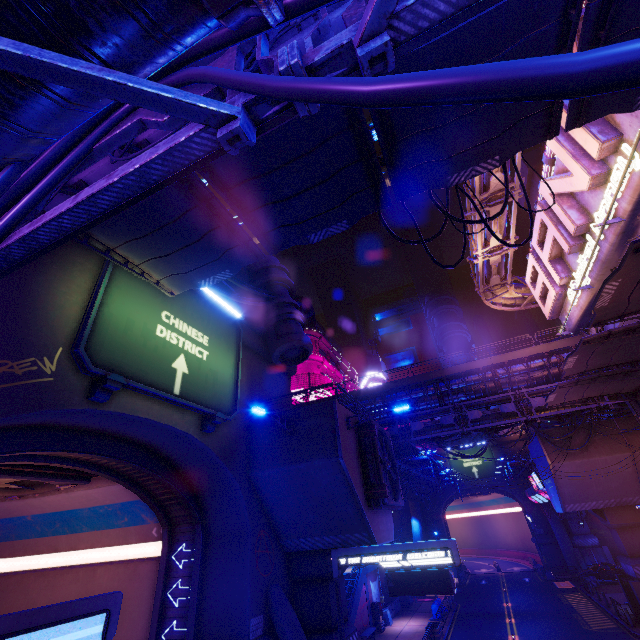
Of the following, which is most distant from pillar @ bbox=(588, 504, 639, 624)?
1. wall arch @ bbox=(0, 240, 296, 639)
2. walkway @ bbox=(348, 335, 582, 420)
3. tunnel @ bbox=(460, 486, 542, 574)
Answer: tunnel @ bbox=(460, 486, 542, 574)

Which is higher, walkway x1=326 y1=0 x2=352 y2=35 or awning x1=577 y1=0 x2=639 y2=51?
awning x1=577 y1=0 x2=639 y2=51

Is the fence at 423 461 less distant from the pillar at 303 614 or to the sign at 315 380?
the pillar at 303 614

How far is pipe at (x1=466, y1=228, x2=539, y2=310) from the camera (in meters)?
23.08

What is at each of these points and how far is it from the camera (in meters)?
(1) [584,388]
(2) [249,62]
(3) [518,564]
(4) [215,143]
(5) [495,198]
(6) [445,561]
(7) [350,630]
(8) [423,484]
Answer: (1) awning, 15.80
(2) walkway, 4.96
(3) tunnel, 56.78
(4) pipe, 2.64
(5) pipe, 19.92
(6) sign, 12.42
(7) pillar, 15.91
(8) walkway, 39.50

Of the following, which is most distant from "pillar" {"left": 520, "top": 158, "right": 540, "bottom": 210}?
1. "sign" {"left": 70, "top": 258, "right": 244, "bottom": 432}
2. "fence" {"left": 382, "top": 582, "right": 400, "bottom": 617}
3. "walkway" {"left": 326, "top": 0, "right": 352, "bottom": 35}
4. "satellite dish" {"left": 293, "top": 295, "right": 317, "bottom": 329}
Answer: "fence" {"left": 382, "top": 582, "right": 400, "bottom": 617}

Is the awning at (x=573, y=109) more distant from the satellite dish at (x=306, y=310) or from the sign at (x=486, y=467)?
the sign at (x=486, y=467)

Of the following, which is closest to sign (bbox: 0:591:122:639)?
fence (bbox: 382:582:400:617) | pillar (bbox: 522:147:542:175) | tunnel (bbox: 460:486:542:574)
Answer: pillar (bbox: 522:147:542:175)
